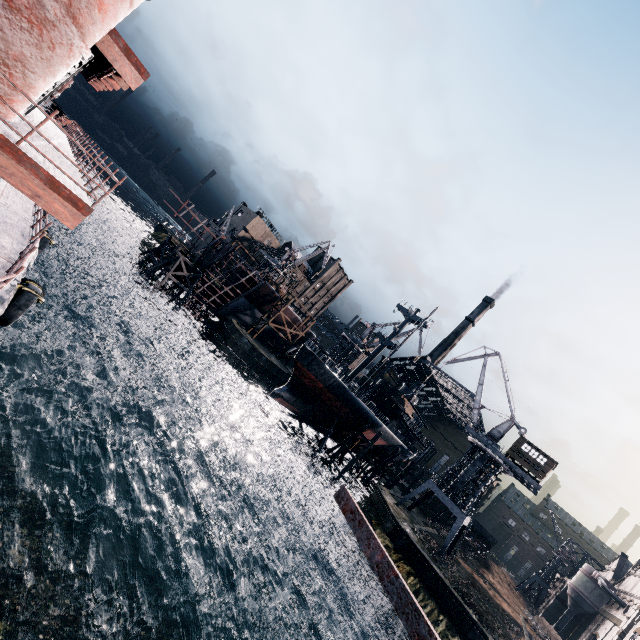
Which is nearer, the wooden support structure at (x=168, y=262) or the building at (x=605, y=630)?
the building at (x=605, y=630)

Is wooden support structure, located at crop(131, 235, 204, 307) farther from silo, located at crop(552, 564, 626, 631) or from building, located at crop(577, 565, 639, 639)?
silo, located at crop(552, 564, 626, 631)

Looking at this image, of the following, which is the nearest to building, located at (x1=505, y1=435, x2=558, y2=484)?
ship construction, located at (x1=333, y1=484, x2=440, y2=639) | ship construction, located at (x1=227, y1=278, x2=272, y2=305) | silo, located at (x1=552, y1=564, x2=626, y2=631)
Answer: silo, located at (x1=552, y1=564, x2=626, y2=631)

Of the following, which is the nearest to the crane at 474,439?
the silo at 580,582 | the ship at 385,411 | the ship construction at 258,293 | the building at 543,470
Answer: the building at 543,470

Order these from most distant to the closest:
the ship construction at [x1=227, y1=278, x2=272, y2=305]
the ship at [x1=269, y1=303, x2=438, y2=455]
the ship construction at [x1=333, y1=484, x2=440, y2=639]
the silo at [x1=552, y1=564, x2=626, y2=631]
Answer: the ship construction at [x1=227, y1=278, x2=272, y2=305], the silo at [x1=552, y1=564, x2=626, y2=631], the ship at [x1=269, y1=303, x2=438, y2=455], the ship construction at [x1=333, y1=484, x2=440, y2=639]

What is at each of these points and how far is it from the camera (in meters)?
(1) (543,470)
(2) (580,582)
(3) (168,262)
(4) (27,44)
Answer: (1) building, 39.78
(2) silo, 58.44
(3) wooden support structure, 49.47
(4) ship, 6.56

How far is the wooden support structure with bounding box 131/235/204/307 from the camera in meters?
49.1 m

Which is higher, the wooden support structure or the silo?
the silo
